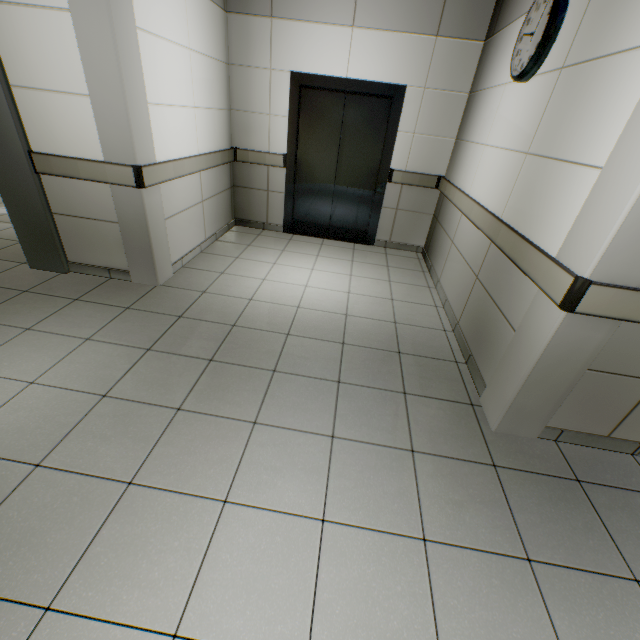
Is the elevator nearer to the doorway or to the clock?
the clock

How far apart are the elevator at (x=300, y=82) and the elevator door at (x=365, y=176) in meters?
0.0 m

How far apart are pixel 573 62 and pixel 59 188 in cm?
411

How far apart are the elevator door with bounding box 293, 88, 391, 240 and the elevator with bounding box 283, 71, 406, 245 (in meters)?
0.01

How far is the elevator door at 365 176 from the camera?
4.36m

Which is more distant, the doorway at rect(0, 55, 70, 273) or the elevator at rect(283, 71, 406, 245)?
the elevator at rect(283, 71, 406, 245)

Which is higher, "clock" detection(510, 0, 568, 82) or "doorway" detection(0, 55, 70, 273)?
"clock" detection(510, 0, 568, 82)

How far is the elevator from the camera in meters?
4.1 m
